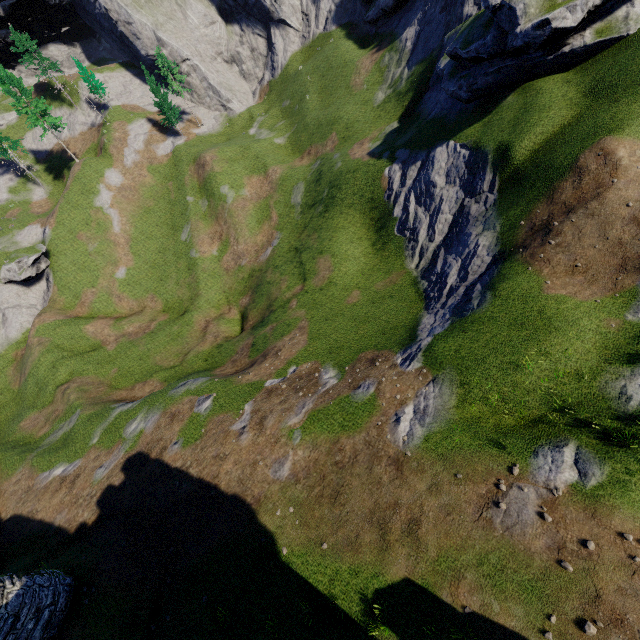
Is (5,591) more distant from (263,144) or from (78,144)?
(78,144)
